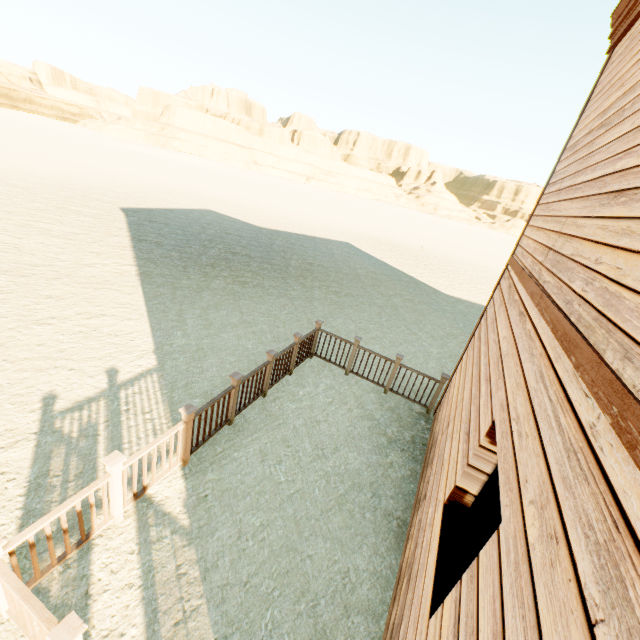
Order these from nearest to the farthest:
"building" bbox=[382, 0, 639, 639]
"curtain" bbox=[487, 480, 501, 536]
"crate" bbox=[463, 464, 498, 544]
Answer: "building" bbox=[382, 0, 639, 639]
"curtain" bbox=[487, 480, 501, 536]
"crate" bbox=[463, 464, 498, 544]

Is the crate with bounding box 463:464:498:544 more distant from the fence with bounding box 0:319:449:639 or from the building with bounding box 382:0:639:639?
the fence with bounding box 0:319:449:639

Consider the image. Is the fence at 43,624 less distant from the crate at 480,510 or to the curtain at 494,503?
the crate at 480,510

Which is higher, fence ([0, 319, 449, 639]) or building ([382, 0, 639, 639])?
building ([382, 0, 639, 639])

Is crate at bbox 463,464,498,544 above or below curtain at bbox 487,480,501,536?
below

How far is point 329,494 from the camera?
4.7m

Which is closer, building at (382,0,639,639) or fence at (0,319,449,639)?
building at (382,0,639,639)

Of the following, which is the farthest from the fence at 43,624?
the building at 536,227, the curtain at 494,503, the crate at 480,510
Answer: the curtain at 494,503
